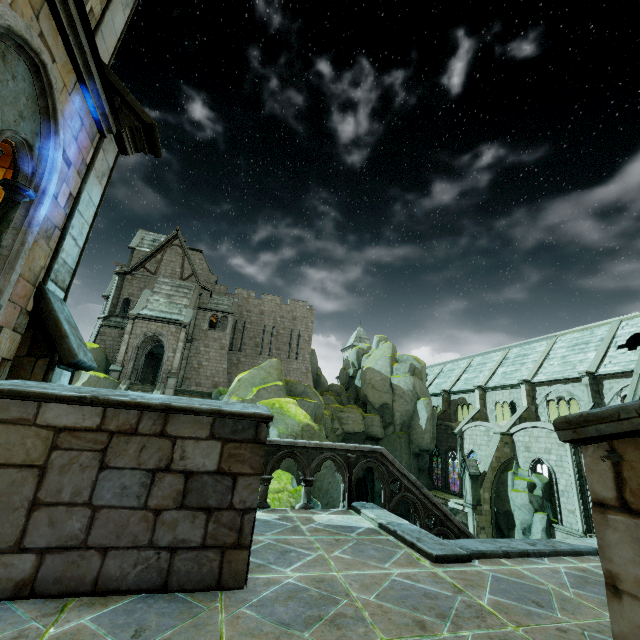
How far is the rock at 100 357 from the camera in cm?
2258

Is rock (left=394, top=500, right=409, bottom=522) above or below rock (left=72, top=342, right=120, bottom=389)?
below

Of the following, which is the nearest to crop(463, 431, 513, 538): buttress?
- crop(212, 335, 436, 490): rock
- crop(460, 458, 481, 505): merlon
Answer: crop(460, 458, 481, 505): merlon

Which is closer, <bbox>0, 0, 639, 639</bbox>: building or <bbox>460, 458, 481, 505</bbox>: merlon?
<bbox>0, 0, 639, 639</bbox>: building

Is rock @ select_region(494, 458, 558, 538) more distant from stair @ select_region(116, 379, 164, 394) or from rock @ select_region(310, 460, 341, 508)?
stair @ select_region(116, 379, 164, 394)

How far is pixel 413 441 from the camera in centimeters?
3519cm

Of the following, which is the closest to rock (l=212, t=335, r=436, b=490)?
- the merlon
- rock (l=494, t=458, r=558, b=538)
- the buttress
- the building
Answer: the building

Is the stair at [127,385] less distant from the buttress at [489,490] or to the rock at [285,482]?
the rock at [285,482]
